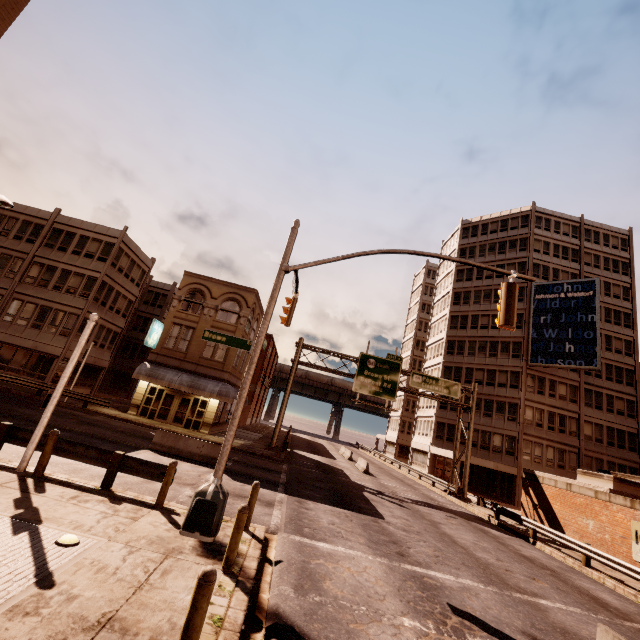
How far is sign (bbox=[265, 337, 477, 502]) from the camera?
28.4m

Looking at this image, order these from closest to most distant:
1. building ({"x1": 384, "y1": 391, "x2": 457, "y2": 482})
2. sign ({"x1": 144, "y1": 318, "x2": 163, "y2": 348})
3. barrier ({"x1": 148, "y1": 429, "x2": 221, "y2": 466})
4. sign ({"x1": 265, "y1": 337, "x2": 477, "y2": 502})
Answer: barrier ({"x1": 148, "y1": 429, "x2": 221, "y2": 466}) < sign ({"x1": 144, "y1": 318, "x2": 163, "y2": 348}) < sign ({"x1": 265, "y1": 337, "x2": 477, "y2": 502}) < building ({"x1": 384, "y1": 391, "x2": 457, "y2": 482})

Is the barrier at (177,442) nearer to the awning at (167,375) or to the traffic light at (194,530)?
the traffic light at (194,530)

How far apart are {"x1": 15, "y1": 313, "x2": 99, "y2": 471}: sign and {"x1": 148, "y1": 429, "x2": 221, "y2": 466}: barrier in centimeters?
761cm

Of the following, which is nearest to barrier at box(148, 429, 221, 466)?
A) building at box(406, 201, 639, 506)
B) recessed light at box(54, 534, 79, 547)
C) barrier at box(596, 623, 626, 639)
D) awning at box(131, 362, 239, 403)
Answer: awning at box(131, 362, 239, 403)

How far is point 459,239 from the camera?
50.1m

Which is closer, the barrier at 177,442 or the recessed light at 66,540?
the recessed light at 66,540

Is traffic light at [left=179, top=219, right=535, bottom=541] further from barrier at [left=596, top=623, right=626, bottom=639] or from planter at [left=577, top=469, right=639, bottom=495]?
planter at [left=577, top=469, right=639, bottom=495]
